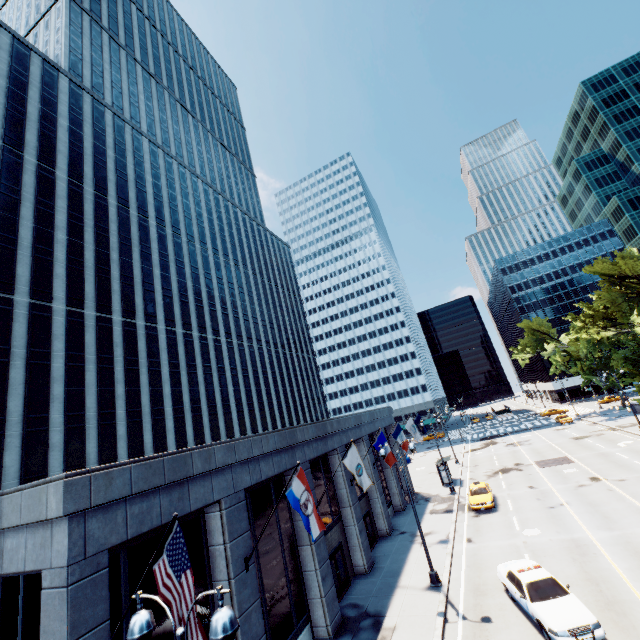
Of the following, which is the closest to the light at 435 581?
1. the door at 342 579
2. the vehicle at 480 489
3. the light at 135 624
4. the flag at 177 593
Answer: the vehicle at 480 489

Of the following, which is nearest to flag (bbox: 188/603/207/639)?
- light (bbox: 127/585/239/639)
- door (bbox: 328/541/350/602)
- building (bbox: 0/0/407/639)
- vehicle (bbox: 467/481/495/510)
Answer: building (bbox: 0/0/407/639)

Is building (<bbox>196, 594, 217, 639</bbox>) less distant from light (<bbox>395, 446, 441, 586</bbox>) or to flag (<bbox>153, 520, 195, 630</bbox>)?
flag (<bbox>153, 520, 195, 630</bbox>)

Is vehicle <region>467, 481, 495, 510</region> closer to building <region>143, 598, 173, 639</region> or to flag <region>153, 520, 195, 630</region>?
building <region>143, 598, 173, 639</region>

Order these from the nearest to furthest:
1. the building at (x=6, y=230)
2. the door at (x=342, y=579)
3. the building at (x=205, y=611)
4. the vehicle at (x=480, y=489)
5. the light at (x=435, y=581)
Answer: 1. the building at (x=6, y=230)
2. the building at (x=205, y=611)
3. the light at (x=435, y=581)
4. the door at (x=342, y=579)
5. the vehicle at (x=480, y=489)

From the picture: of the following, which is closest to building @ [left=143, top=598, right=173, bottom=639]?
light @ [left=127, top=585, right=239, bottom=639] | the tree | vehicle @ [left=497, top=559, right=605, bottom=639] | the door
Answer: the door

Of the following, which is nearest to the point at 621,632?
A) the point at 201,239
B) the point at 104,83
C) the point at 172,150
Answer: the point at 201,239

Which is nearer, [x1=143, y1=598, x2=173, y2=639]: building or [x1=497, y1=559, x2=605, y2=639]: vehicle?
[x1=143, y1=598, x2=173, y2=639]: building
